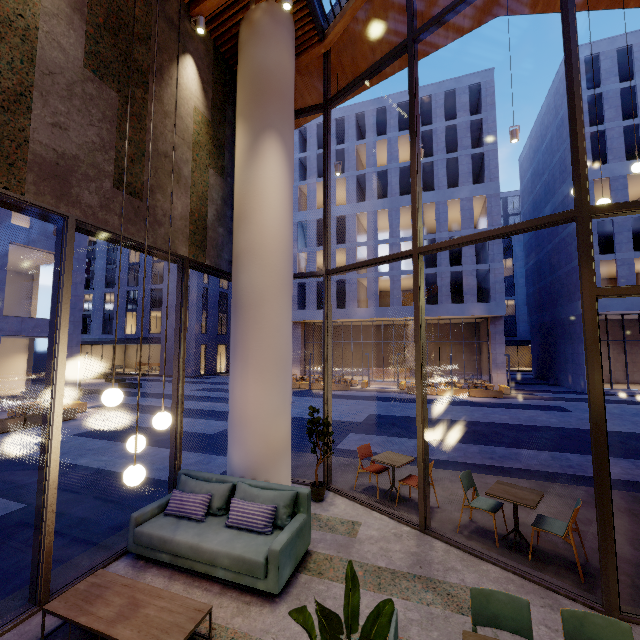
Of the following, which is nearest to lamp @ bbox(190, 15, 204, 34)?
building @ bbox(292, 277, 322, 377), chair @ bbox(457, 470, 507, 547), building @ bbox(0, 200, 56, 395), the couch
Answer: the couch

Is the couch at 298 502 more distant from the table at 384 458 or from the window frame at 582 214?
the table at 384 458

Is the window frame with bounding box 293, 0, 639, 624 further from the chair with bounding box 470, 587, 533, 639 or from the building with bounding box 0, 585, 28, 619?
the chair with bounding box 470, 587, 533, 639

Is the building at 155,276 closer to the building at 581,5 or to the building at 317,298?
the building at 317,298

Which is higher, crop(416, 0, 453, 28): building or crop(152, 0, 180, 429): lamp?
crop(416, 0, 453, 28): building

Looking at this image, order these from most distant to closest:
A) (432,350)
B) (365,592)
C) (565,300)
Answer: (432,350) → (565,300) → (365,592)

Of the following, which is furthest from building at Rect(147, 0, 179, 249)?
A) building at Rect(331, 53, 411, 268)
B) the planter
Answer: building at Rect(331, 53, 411, 268)

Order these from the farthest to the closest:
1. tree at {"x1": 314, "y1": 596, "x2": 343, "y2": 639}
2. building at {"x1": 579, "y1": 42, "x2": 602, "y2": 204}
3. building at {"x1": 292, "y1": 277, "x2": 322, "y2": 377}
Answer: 1. building at {"x1": 292, "y1": 277, "x2": 322, "y2": 377}
2. building at {"x1": 579, "y1": 42, "x2": 602, "y2": 204}
3. tree at {"x1": 314, "y1": 596, "x2": 343, "y2": 639}
